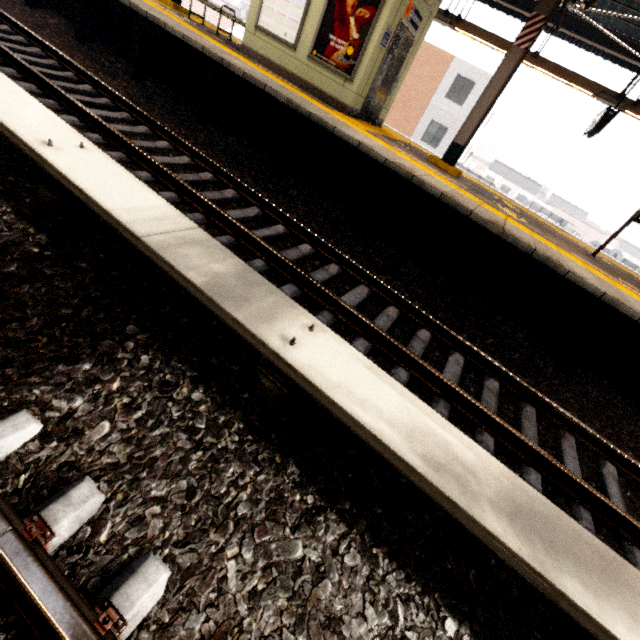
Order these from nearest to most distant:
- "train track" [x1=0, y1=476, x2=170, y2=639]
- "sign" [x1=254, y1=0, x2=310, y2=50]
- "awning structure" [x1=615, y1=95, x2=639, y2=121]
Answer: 1. "train track" [x1=0, y1=476, x2=170, y2=639]
2. "sign" [x1=254, y1=0, x2=310, y2=50]
3. "awning structure" [x1=615, y1=95, x2=639, y2=121]

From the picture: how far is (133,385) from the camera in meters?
1.9 m

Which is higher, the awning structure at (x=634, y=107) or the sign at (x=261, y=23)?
the awning structure at (x=634, y=107)

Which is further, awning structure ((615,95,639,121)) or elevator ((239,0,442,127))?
awning structure ((615,95,639,121))

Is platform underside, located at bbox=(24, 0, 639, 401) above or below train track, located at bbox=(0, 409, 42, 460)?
above

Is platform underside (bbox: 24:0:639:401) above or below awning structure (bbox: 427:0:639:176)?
below

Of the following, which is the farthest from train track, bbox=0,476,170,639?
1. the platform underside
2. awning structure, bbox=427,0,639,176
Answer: awning structure, bbox=427,0,639,176

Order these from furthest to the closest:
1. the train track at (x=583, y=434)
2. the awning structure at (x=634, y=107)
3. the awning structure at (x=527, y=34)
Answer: the awning structure at (x=634, y=107) < the awning structure at (x=527, y=34) < the train track at (x=583, y=434)
